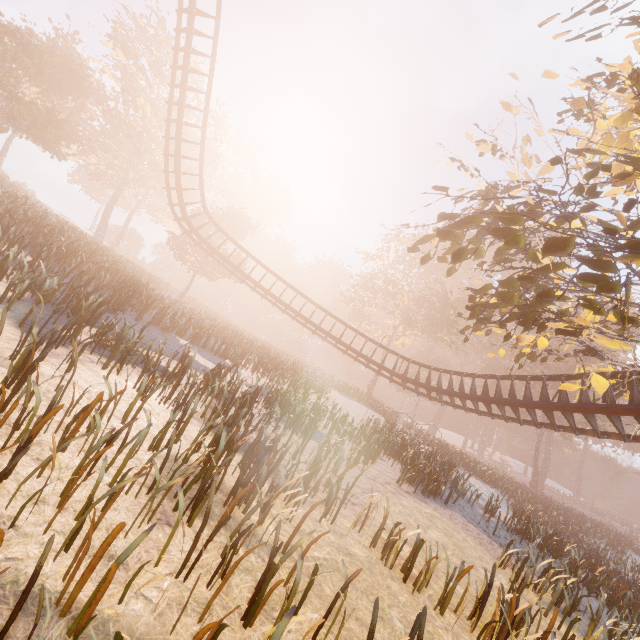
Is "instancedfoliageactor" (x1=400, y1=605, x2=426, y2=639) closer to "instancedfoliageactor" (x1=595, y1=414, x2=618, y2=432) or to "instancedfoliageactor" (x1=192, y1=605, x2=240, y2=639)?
"instancedfoliageactor" (x1=192, y1=605, x2=240, y2=639)

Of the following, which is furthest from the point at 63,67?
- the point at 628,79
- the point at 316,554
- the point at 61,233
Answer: the point at 316,554

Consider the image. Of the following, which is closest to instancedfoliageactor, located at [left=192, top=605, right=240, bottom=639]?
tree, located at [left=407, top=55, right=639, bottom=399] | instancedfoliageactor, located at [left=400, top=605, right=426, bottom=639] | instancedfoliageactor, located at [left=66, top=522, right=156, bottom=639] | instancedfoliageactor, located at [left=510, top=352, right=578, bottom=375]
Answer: instancedfoliageactor, located at [left=66, top=522, right=156, bottom=639]

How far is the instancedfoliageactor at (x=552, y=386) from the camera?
13.00m

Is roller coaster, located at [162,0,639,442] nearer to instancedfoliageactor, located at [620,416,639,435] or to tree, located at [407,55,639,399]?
tree, located at [407,55,639,399]

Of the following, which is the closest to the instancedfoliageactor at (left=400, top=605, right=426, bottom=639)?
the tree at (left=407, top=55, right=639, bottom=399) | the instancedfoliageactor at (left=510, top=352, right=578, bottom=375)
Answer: the tree at (left=407, top=55, right=639, bottom=399)

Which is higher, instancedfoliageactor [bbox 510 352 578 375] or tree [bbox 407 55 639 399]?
instancedfoliageactor [bbox 510 352 578 375]

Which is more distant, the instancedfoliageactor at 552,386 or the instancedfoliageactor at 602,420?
the instancedfoliageactor at 602,420
